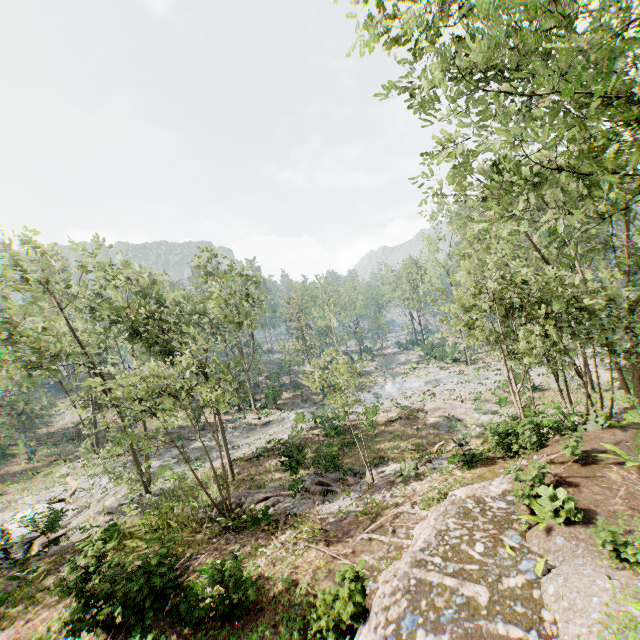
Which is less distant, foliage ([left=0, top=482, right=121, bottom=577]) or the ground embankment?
the ground embankment

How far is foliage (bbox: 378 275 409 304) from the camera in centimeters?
5844cm

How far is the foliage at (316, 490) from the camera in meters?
16.3 m

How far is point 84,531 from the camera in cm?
2069

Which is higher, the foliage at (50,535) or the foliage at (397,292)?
the foliage at (397,292)

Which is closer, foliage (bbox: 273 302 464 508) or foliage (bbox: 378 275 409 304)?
foliage (bbox: 273 302 464 508)

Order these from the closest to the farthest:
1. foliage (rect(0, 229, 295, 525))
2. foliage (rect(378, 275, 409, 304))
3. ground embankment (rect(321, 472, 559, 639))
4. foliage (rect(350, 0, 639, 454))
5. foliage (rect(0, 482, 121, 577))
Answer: foliage (rect(350, 0, 639, 454)) < ground embankment (rect(321, 472, 559, 639)) < foliage (rect(0, 229, 295, 525)) < foliage (rect(0, 482, 121, 577)) < foliage (rect(378, 275, 409, 304))
